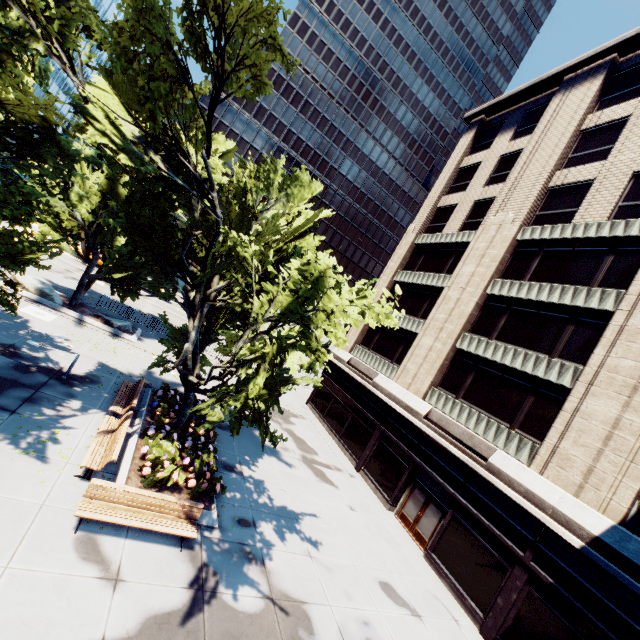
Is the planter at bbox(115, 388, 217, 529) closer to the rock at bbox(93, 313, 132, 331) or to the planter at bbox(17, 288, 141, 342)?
the planter at bbox(17, 288, 141, 342)

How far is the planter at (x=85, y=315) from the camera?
18.6m

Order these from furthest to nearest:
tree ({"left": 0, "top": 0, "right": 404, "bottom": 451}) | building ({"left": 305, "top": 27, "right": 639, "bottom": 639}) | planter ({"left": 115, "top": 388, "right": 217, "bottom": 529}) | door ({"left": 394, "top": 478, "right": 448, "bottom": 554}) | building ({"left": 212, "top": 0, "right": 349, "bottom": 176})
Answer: building ({"left": 212, "top": 0, "right": 349, "bottom": 176}) → door ({"left": 394, "top": 478, "right": 448, "bottom": 554}) → building ({"left": 305, "top": 27, "right": 639, "bottom": 639}) → planter ({"left": 115, "top": 388, "right": 217, "bottom": 529}) → tree ({"left": 0, "top": 0, "right": 404, "bottom": 451})

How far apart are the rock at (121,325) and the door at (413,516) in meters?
20.0 m

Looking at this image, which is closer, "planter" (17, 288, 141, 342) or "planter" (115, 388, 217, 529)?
"planter" (115, 388, 217, 529)

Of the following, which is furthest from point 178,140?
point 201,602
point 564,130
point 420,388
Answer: point 564,130

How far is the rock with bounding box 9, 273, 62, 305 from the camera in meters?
18.6

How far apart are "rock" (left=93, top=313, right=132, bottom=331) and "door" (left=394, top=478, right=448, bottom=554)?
20.01m
